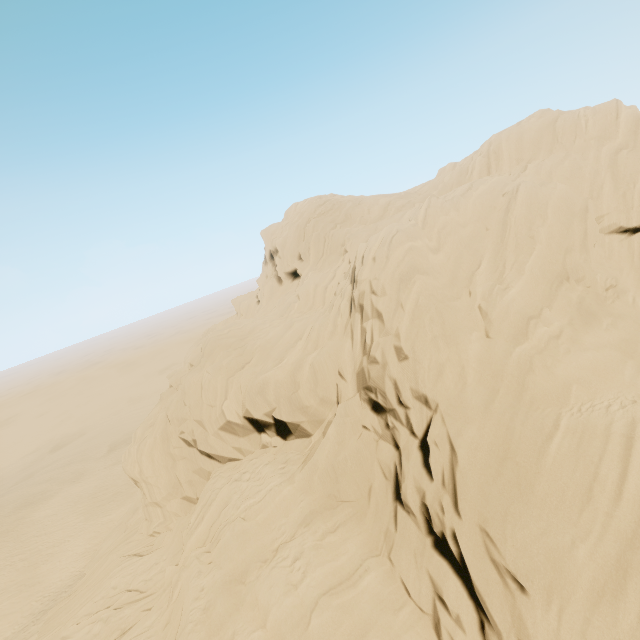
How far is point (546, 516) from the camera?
8.61m
